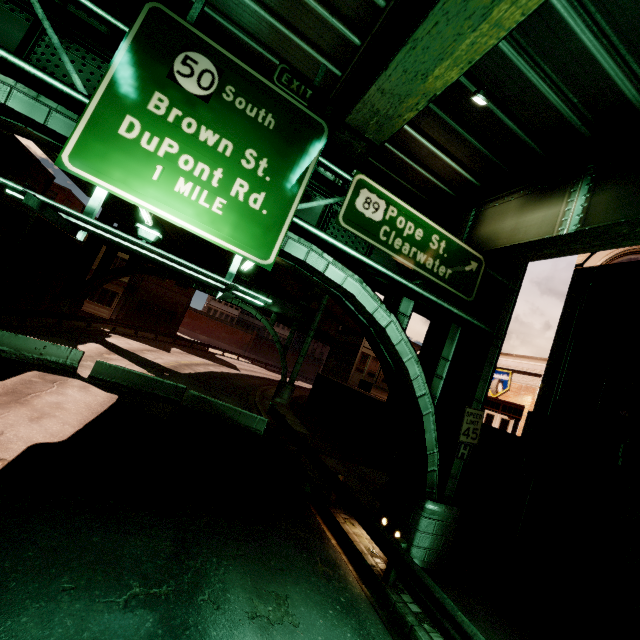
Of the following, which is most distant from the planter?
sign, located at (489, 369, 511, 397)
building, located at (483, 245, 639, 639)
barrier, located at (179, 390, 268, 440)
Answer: sign, located at (489, 369, 511, 397)

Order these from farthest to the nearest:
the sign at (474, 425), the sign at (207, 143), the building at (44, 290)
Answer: the building at (44, 290), the sign at (474, 425), the sign at (207, 143)

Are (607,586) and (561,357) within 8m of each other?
yes

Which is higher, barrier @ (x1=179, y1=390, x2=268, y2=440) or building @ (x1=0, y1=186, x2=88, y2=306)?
building @ (x1=0, y1=186, x2=88, y2=306)

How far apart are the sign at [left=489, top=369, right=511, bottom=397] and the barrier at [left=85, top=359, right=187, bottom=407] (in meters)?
23.13

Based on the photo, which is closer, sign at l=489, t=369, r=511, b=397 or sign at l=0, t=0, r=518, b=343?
sign at l=0, t=0, r=518, b=343

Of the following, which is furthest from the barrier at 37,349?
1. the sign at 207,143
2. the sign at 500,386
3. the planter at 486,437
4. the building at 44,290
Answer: the sign at 500,386

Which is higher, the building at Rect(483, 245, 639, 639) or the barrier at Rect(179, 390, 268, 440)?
the building at Rect(483, 245, 639, 639)
